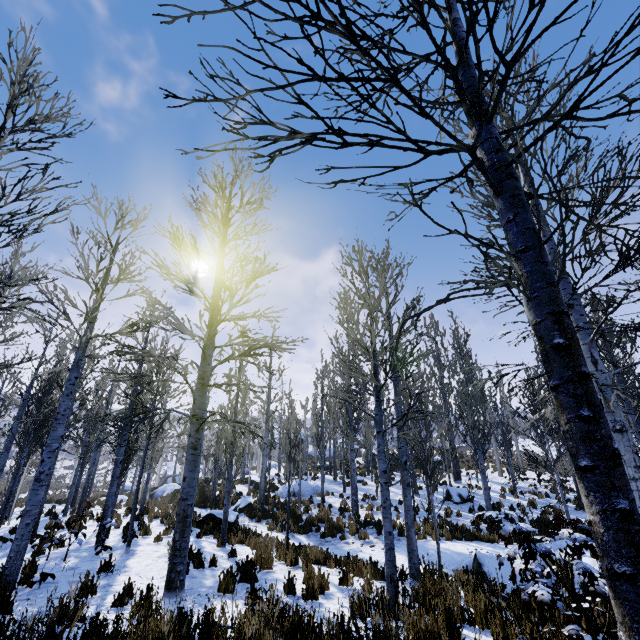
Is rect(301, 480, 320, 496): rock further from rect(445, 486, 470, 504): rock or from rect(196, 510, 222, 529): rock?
rect(445, 486, 470, 504): rock

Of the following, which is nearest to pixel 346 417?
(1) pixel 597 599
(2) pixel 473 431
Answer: (2) pixel 473 431

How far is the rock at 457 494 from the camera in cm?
1795

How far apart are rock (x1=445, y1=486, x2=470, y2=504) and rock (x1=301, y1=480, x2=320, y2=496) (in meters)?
7.76

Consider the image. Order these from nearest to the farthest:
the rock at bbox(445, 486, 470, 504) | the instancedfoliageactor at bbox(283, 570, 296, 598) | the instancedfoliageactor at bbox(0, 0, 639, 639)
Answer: the instancedfoliageactor at bbox(0, 0, 639, 639) < the instancedfoliageactor at bbox(283, 570, 296, 598) < the rock at bbox(445, 486, 470, 504)

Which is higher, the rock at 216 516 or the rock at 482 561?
the rock at 216 516

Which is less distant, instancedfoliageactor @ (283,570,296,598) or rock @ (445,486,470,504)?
instancedfoliageactor @ (283,570,296,598)

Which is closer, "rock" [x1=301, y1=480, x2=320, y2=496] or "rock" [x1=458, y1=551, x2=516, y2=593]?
"rock" [x1=458, y1=551, x2=516, y2=593]
